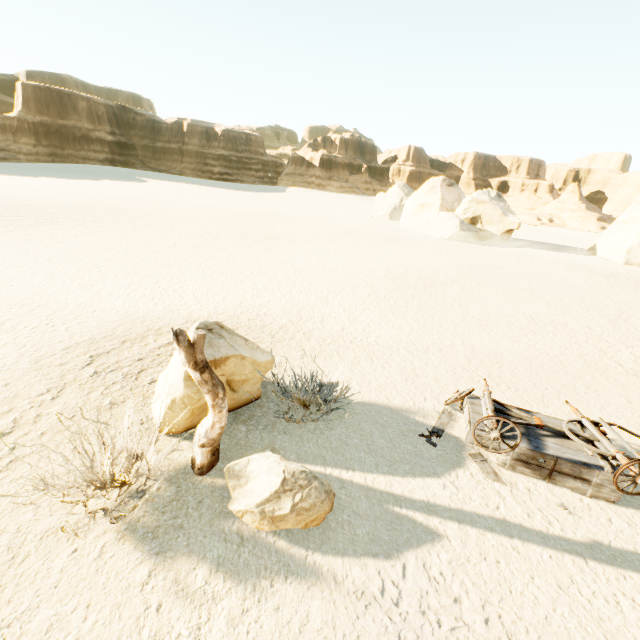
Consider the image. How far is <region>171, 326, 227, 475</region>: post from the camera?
3.9 meters

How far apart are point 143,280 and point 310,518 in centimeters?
1114cm

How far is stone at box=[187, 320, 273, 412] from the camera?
5.4 meters

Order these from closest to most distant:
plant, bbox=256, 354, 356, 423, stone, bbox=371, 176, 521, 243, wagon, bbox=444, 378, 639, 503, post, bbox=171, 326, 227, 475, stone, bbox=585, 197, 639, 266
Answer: post, bbox=171, 326, 227, 475 → wagon, bbox=444, 378, 639, 503 → plant, bbox=256, 354, 356, 423 → stone, bbox=585, 197, 639, 266 → stone, bbox=371, 176, 521, 243

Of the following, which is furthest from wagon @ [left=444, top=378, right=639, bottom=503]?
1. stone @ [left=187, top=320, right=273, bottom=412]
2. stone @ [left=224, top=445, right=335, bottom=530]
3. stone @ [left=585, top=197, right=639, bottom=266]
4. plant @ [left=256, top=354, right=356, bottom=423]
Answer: stone @ [left=585, top=197, right=639, bottom=266]

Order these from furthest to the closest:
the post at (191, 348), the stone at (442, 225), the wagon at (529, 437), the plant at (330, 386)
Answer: the stone at (442, 225) < the plant at (330, 386) < the wagon at (529, 437) < the post at (191, 348)

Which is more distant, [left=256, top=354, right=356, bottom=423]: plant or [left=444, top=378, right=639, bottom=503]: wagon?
[left=256, top=354, right=356, bottom=423]: plant

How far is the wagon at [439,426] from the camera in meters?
5.9
